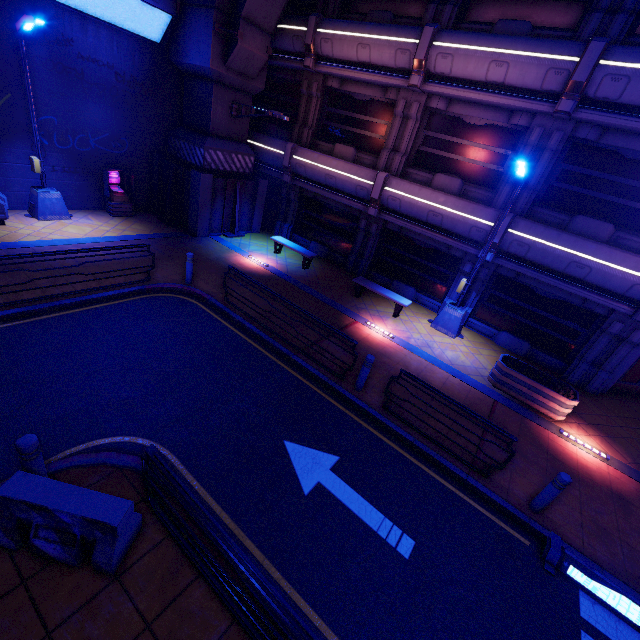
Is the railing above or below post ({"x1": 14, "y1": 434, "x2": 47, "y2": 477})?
above

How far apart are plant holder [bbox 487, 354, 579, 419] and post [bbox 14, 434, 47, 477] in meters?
10.8 m

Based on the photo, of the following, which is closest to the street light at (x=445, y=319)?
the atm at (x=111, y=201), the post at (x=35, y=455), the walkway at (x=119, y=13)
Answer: the post at (x=35, y=455)

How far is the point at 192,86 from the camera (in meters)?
13.67

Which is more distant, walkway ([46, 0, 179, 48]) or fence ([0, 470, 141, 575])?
walkway ([46, 0, 179, 48])

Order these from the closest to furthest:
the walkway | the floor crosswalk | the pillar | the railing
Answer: the railing → the floor crosswalk → the walkway → the pillar

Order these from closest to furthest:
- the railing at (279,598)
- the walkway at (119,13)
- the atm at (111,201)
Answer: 1. the railing at (279,598)
2. the walkway at (119,13)
3. the atm at (111,201)

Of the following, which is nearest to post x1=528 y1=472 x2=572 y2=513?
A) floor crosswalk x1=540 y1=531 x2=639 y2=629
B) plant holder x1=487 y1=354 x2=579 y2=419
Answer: floor crosswalk x1=540 y1=531 x2=639 y2=629
